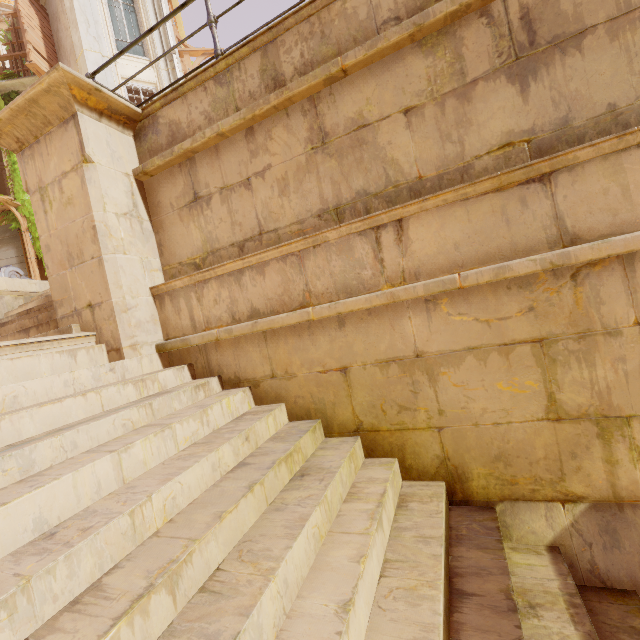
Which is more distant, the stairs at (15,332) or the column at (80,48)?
the column at (80,48)

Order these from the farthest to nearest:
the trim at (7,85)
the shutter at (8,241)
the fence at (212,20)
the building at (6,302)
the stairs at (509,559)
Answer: the shutter at (8,241), the trim at (7,85), the building at (6,302), the fence at (212,20), the stairs at (509,559)

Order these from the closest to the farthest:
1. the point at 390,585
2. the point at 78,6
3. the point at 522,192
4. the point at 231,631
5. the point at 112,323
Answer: the point at 231,631, the point at 390,585, the point at 522,192, the point at 112,323, the point at 78,6

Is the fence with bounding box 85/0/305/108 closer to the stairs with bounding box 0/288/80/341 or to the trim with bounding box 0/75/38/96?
the stairs with bounding box 0/288/80/341

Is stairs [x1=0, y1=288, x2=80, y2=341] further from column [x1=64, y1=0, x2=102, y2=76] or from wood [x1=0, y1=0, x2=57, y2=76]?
wood [x1=0, y1=0, x2=57, y2=76]

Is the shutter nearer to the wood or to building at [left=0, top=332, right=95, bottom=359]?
building at [left=0, top=332, right=95, bottom=359]

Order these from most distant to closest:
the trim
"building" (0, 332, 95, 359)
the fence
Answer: the trim
the fence
"building" (0, 332, 95, 359)

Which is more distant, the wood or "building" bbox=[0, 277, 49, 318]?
the wood
